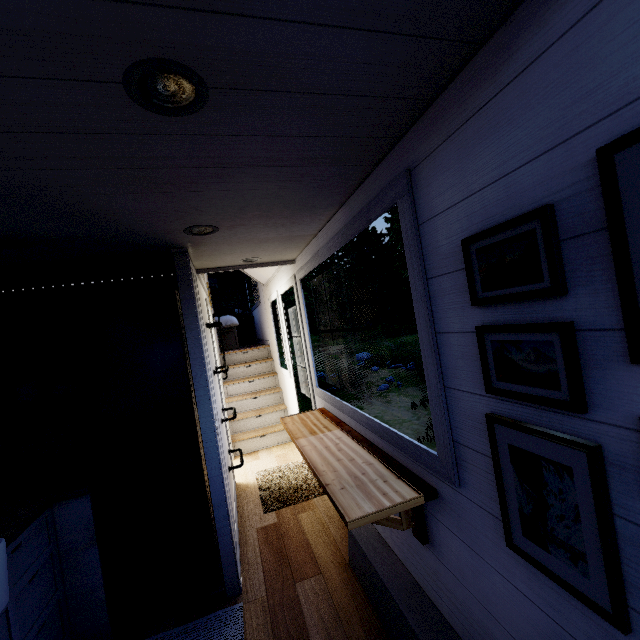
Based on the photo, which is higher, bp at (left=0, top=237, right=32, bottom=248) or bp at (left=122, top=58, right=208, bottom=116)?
bp at (left=0, top=237, right=32, bottom=248)

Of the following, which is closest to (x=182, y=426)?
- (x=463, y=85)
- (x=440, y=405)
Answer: (x=440, y=405)

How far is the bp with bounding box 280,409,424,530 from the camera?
1.4m

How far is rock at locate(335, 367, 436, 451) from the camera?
8.2m

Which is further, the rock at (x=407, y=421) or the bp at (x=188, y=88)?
the rock at (x=407, y=421)

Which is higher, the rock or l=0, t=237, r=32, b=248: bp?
l=0, t=237, r=32, b=248: bp

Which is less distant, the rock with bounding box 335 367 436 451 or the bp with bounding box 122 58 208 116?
the bp with bounding box 122 58 208 116

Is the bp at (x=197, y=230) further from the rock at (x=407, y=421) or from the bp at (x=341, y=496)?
the rock at (x=407, y=421)
